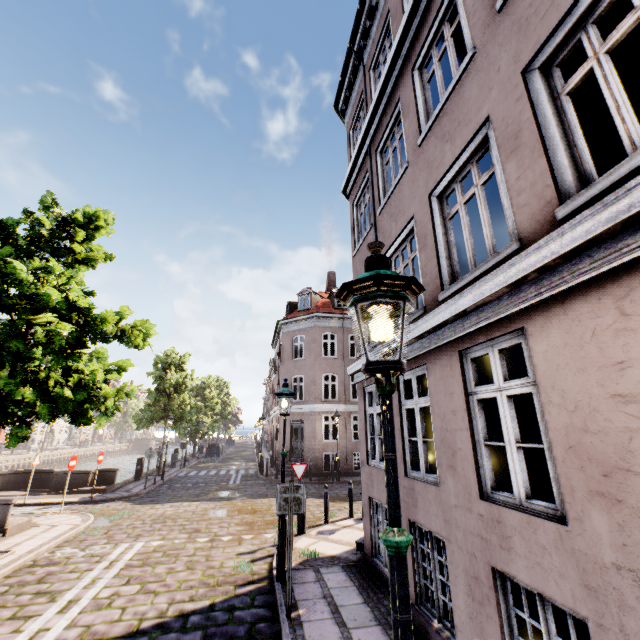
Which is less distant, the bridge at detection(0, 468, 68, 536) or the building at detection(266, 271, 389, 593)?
the building at detection(266, 271, 389, 593)

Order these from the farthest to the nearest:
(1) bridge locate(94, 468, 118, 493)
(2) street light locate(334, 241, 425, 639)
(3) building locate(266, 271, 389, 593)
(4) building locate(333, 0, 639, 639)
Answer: (1) bridge locate(94, 468, 118, 493) < (3) building locate(266, 271, 389, 593) < (4) building locate(333, 0, 639, 639) < (2) street light locate(334, 241, 425, 639)

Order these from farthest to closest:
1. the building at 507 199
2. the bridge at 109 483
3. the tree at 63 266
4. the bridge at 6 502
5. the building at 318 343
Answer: the bridge at 109 483 < the bridge at 6 502 < the building at 318 343 < the tree at 63 266 < the building at 507 199

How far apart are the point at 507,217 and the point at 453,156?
1.6m

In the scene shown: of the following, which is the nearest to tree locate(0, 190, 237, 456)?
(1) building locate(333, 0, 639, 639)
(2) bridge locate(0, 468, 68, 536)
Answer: (2) bridge locate(0, 468, 68, 536)

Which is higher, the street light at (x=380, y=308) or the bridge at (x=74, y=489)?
the street light at (x=380, y=308)

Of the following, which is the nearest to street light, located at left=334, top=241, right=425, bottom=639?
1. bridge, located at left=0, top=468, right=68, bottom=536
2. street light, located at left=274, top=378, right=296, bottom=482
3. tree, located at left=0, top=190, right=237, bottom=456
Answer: tree, located at left=0, top=190, right=237, bottom=456

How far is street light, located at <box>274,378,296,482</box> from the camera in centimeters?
702cm
